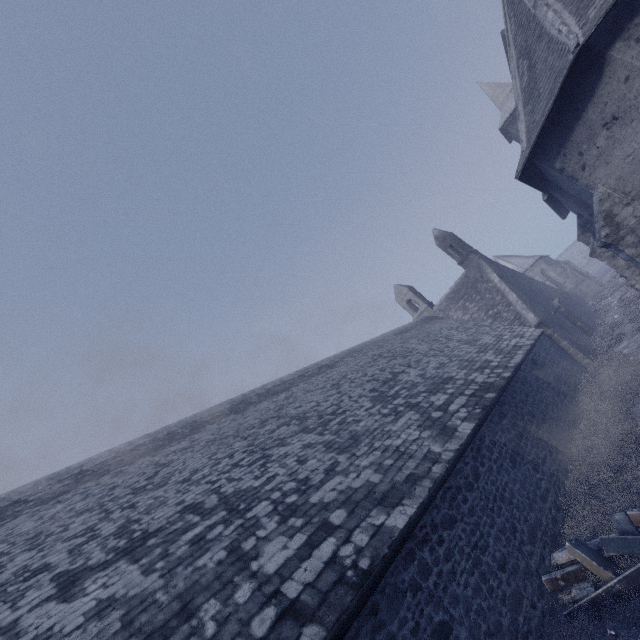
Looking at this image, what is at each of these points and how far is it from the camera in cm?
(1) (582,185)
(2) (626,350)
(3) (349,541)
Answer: (1) building, 966
(2) instancedfoliageactor, 1395
(3) building, 498

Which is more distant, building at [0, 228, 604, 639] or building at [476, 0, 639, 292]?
building at [476, 0, 639, 292]

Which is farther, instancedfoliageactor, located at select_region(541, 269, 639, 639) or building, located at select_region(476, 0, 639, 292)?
building, located at select_region(476, 0, 639, 292)

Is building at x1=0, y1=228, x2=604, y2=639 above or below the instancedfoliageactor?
above

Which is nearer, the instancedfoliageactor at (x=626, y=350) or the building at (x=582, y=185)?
the instancedfoliageactor at (x=626, y=350)

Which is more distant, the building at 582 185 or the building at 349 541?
the building at 582 185
